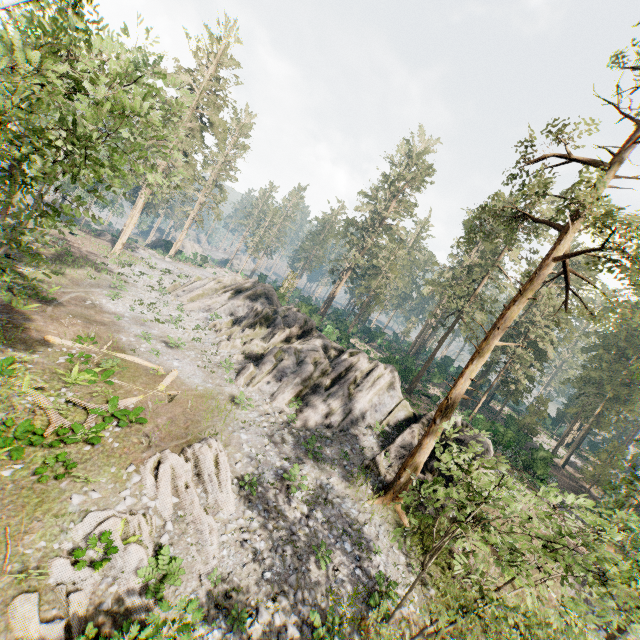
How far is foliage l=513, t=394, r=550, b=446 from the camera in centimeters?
4203cm

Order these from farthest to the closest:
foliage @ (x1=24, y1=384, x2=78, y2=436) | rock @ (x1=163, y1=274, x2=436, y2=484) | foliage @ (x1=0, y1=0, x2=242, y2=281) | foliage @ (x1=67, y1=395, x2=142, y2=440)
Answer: rock @ (x1=163, y1=274, x2=436, y2=484) < foliage @ (x1=67, y1=395, x2=142, y2=440) < foliage @ (x1=24, y1=384, x2=78, y2=436) < foliage @ (x1=0, y1=0, x2=242, y2=281)

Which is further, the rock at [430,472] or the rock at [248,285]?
the rock at [248,285]

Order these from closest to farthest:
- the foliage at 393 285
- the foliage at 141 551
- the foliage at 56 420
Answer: the foliage at 141 551, the foliage at 56 420, the foliage at 393 285

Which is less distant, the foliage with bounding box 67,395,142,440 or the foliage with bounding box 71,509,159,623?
the foliage with bounding box 71,509,159,623

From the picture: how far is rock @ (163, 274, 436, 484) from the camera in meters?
22.0

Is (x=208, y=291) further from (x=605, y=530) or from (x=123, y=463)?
(x=605, y=530)

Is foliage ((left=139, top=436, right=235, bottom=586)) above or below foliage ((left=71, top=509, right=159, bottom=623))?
above
